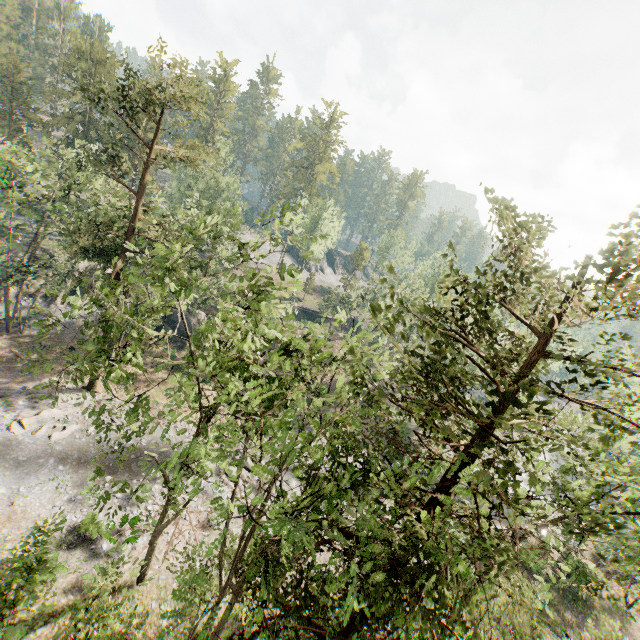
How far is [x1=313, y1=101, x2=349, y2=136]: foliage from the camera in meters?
58.3

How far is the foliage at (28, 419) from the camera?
23.7m

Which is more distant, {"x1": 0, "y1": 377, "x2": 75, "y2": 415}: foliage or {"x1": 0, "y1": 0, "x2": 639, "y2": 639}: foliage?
{"x1": 0, "y1": 377, "x2": 75, "y2": 415}: foliage

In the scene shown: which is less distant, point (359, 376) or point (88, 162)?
point (359, 376)

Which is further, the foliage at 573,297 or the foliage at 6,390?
the foliage at 6,390

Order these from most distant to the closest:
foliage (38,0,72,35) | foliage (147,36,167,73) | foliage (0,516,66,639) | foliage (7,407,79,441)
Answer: foliage (38,0,72,35), foliage (7,407,79,441), foliage (147,36,167,73), foliage (0,516,66,639)
